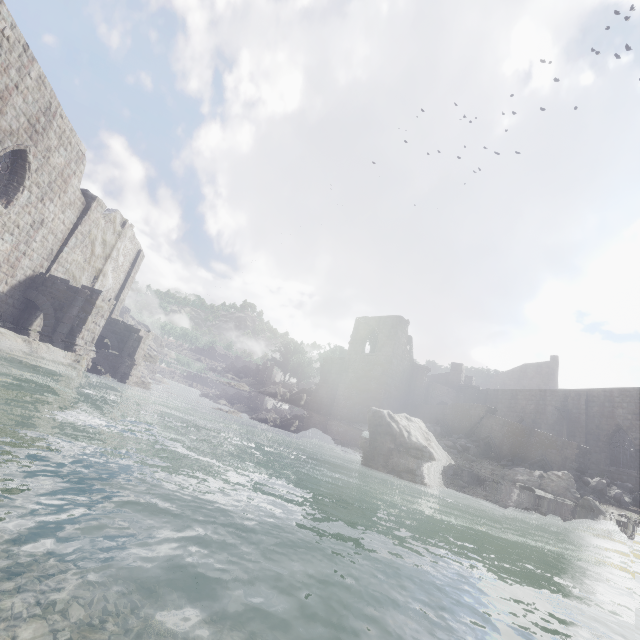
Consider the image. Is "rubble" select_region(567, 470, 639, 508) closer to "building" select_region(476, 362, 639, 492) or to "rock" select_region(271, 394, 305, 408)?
"building" select_region(476, 362, 639, 492)

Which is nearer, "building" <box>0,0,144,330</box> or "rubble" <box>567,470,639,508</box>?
"building" <box>0,0,144,330</box>

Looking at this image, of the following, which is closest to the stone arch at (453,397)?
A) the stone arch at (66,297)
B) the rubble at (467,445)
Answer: the rubble at (467,445)

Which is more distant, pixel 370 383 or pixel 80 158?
pixel 370 383

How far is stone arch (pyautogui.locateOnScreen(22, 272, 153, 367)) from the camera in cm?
1645

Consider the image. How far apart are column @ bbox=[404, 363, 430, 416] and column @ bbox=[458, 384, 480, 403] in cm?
470

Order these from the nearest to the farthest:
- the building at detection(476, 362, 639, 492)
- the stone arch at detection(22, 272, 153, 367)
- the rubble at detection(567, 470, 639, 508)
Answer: the rubble at detection(567, 470, 639, 508) → the stone arch at detection(22, 272, 153, 367) → the building at detection(476, 362, 639, 492)

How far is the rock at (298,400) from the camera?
37.79m
